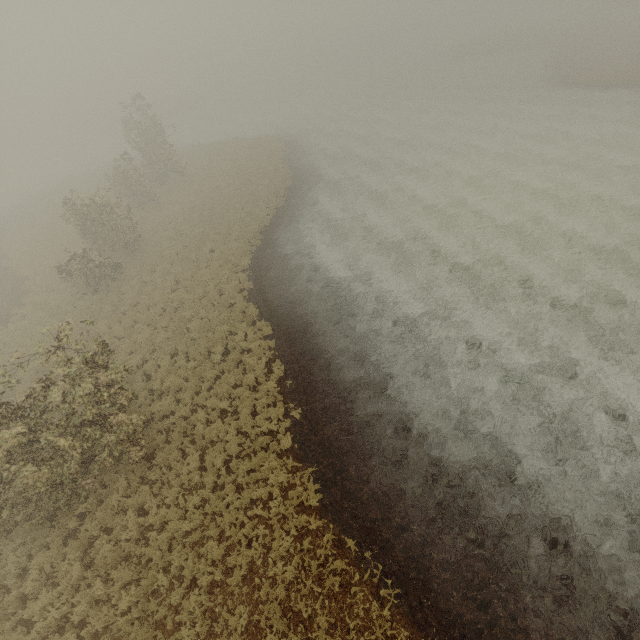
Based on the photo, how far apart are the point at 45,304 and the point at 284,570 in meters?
22.1
